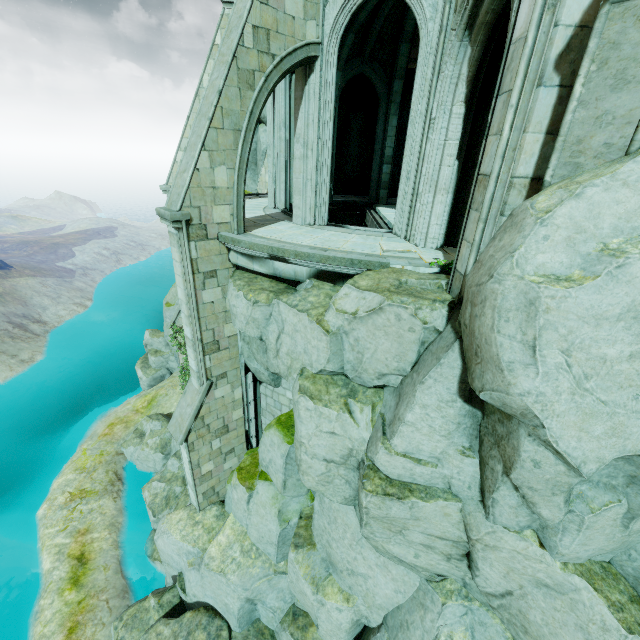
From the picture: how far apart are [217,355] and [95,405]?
25.43m

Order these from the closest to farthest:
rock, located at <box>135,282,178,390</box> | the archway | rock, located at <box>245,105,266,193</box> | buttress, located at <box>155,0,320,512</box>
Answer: the archway → buttress, located at <box>155,0,320,512</box> → rock, located at <box>245,105,266,193</box> → rock, located at <box>135,282,178,390</box>

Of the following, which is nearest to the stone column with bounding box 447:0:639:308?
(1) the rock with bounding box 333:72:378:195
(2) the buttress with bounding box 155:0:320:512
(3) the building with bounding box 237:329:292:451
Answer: (3) the building with bounding box 237:329:292:451

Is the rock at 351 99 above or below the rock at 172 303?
above

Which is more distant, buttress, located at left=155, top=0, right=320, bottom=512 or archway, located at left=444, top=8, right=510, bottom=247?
buttress, located at left=155, top=0, right=320, bottom=512

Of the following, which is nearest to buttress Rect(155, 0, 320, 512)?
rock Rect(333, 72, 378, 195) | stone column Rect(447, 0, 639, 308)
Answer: rock Rect(333, 72, 378, 195)

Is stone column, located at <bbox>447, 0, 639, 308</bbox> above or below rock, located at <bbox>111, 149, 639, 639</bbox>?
above

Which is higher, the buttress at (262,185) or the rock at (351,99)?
the rock at (351,99)
